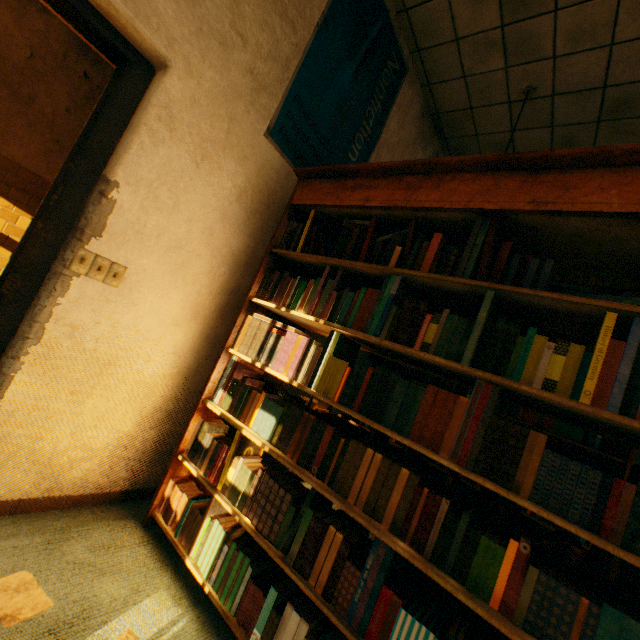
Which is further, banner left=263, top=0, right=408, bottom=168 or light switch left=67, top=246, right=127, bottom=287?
banner left=263, top=0, right=408, bottom=168

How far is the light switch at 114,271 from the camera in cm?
141

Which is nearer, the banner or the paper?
the paper

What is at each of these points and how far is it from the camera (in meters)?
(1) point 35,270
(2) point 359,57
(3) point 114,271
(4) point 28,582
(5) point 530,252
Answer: (1) door, 1.43
(2) banner, 2.39
(3) light switch, 1.53
(4) paper, 1.21
(5) book, 1.43

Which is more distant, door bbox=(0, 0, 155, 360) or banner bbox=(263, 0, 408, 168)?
banner bbox=(263, 0, 408, 168)

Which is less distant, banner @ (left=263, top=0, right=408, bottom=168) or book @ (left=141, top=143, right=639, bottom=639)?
book @ (left=141, top=143, right=639, bottom=639)

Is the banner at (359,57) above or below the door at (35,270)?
above

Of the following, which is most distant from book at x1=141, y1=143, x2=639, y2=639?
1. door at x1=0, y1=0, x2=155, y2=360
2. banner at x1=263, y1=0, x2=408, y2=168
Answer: door at x1=0, y1=0, x2=155, y2=360
